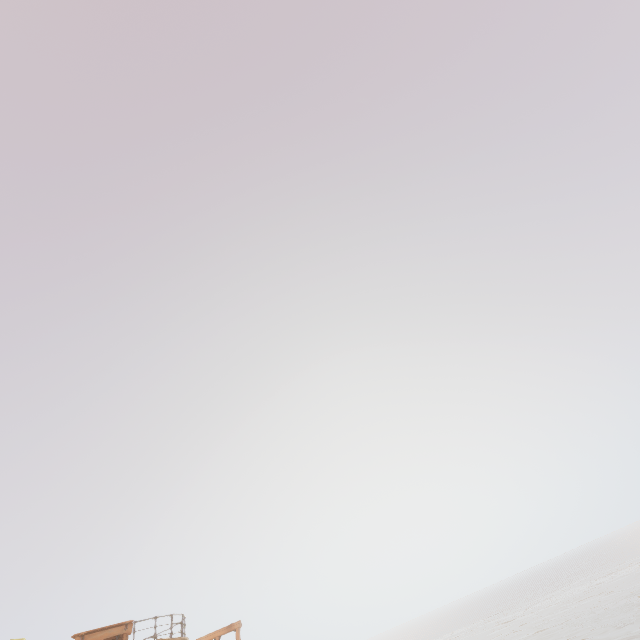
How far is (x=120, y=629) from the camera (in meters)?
14.61
